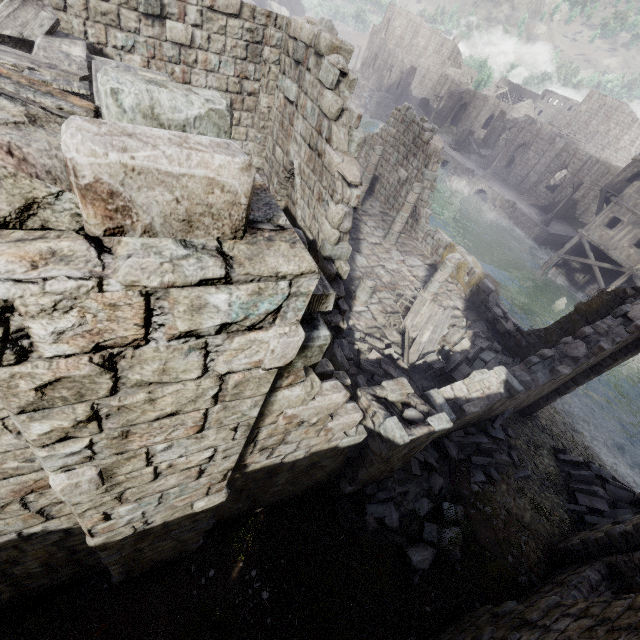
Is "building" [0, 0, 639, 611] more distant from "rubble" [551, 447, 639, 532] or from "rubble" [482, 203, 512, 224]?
"rubble" [482, 203, 512, 224]

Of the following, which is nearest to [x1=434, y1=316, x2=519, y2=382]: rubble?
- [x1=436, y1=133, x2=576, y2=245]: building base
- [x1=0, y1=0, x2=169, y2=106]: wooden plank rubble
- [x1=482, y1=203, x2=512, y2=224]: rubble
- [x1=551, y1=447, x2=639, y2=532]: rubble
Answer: [x1=551, y1=447, x2=639, y2=532]: rubble

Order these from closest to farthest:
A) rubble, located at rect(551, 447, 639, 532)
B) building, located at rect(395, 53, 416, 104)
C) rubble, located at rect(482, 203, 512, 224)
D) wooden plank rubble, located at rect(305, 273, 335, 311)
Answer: wooden plank rubble, located at rect(305, 273, 335, 311), rubble, located at rect(551, 447, 639, 532), rubble, located at rect(482, 203, 512, 224), building, located at rect(395, 53, 416, 104)

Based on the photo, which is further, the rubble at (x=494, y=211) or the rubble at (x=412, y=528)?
the rubble at (x=494, y=211)

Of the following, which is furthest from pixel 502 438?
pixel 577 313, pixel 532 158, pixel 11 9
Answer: pixel 532 158

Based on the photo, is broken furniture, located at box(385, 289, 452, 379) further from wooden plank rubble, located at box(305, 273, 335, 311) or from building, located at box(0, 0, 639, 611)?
wooden plank rubble, located at box(305, 273, 335, 311)

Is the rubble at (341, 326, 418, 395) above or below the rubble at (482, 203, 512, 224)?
above

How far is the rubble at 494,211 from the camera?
36.1 meters
